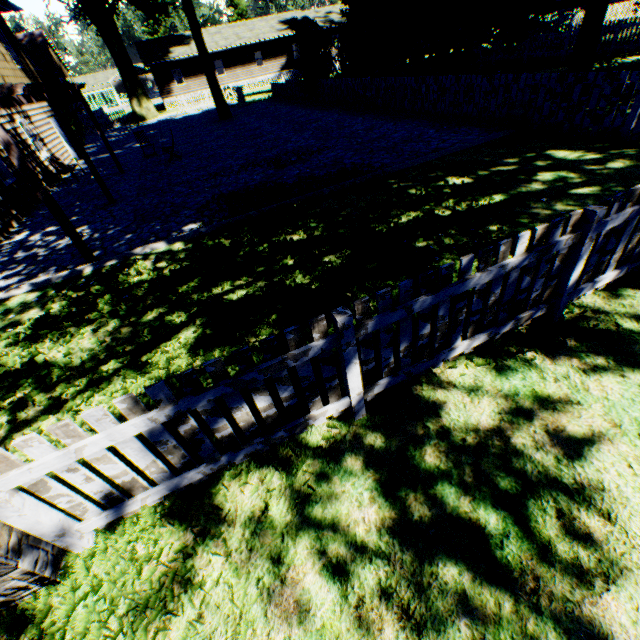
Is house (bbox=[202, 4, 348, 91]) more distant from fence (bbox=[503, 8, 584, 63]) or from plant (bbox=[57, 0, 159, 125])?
plant (bbox=[57, 0, 159, 125])

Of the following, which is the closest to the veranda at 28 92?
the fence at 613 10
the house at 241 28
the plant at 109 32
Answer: the fence at 613 10

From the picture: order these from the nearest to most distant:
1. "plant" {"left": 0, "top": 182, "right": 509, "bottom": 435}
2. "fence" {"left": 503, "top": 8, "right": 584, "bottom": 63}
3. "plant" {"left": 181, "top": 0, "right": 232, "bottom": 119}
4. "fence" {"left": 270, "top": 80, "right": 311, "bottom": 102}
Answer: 1. "plant" {"left": 0, "top": 182, "right": 509, "bottom": 435}
2. "fence" {"left": 503, "top": 8, "right": 584, "bottom": 63}
3. "plant" {"left": 181, "top": 0, "right": 232, "bottom": 119}
4. "fence" {"left": 270, "top": 80, "right": 311, "bottom": 102}

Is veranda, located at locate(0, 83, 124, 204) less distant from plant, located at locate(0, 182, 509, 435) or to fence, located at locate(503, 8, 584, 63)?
fence, located at locate(503, 8, 584, 63)

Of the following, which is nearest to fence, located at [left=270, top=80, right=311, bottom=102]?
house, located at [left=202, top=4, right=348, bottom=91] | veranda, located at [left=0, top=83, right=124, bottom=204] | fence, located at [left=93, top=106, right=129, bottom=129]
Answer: house, located at [left=202, top=4, right=348, bottom=91]

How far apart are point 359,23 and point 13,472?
38.6m

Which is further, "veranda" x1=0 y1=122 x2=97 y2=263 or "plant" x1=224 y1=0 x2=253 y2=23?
"plant" x1=224 y1=0 x2=253 y2=23

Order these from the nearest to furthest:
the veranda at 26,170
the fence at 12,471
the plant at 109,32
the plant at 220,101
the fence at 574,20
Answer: the fence at 12,471, the veranda at 26,170, the fence at 574,20, the plant at 220,101, the plant at 109,32
